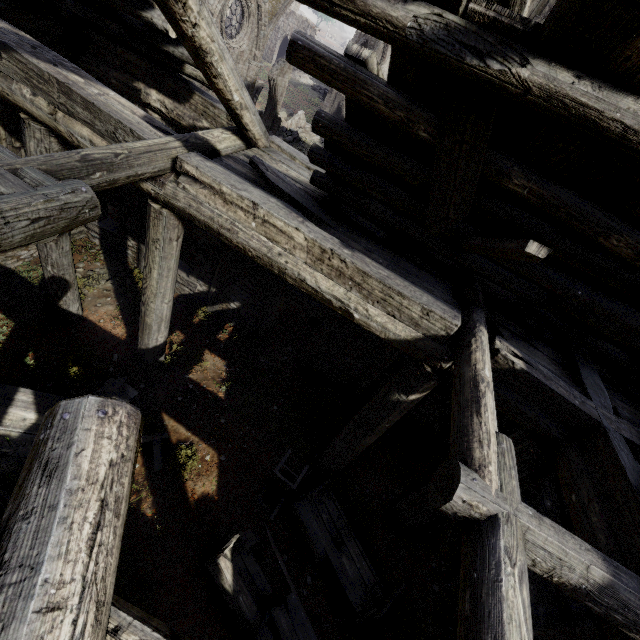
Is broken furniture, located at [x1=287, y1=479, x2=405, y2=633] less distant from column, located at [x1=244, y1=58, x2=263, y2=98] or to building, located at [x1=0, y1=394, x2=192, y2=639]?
building, located at [x1=0, y1=394, x2=192, y2=639]

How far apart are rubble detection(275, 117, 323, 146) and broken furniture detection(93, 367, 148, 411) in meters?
20.9 m

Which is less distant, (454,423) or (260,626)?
(454,423)

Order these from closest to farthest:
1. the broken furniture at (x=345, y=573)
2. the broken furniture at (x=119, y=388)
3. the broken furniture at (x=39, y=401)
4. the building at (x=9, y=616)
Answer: the building at (x=9, y=616) < the broken furniture at (x=39, y=401) < the broken furniture at (x=345, y=573) < the broken furniture at (x=119, y=388)

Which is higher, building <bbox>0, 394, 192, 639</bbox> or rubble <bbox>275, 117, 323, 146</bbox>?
building <bbox>0, 394, 192, 639</bbox>

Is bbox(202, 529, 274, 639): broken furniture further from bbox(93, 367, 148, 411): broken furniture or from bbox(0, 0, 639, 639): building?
bbox(93, 367, 148, 411): broken furniture

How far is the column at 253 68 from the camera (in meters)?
17.02

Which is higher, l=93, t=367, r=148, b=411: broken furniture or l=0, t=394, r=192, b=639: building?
l=0, t=394, r=192, b=639: building
